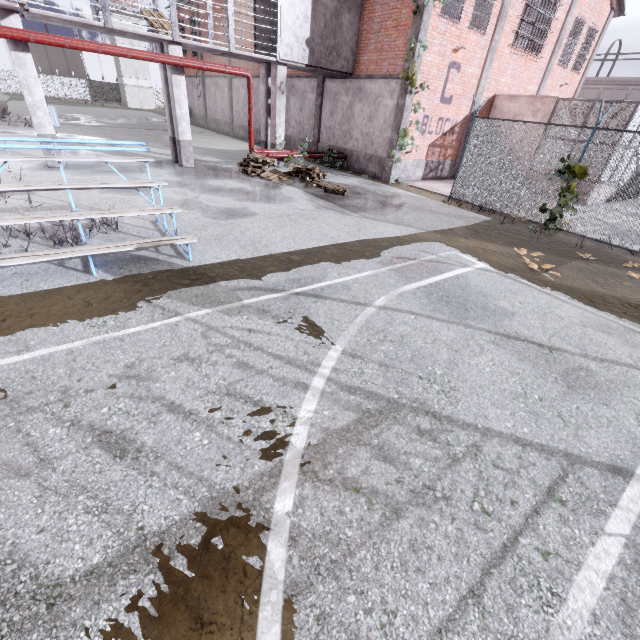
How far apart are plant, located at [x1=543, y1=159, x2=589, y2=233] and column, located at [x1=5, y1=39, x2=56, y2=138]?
15.8m

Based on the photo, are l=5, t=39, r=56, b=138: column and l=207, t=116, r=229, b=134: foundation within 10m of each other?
no

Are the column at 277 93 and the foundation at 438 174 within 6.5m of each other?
yes

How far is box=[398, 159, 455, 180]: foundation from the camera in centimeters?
1520cm

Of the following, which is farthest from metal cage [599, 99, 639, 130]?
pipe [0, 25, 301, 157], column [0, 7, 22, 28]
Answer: column [0, 7, 22, 28]

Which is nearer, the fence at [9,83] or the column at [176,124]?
the column at [176,124]

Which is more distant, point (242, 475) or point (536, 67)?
point (536, 67)

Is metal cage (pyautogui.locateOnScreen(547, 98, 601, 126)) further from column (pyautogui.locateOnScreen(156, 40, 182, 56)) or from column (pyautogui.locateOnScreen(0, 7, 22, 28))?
column (pyautogui.locateOnScreen(0, 7, 22, 28))
